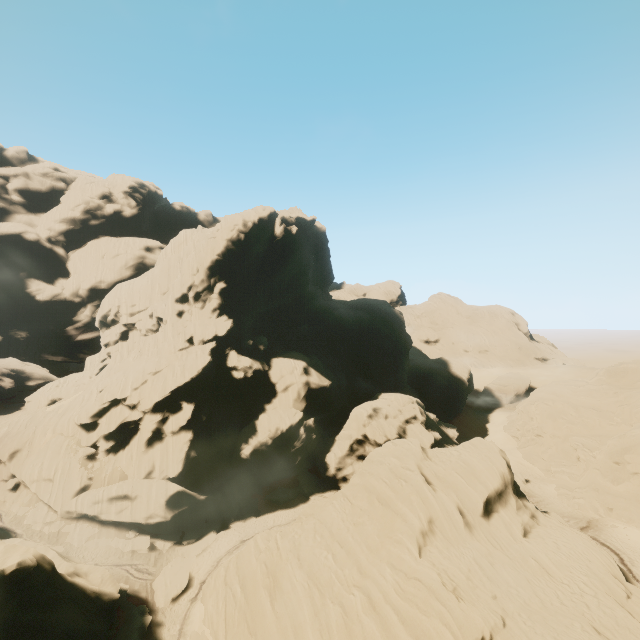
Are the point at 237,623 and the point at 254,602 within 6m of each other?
yes

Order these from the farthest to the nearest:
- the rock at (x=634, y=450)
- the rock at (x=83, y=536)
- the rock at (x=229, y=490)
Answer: the rock at (x=634, y=450), the rock at (x=83, y=536), the rock at (x=229, y=490)

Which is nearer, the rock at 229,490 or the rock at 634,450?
the rock at 229,490

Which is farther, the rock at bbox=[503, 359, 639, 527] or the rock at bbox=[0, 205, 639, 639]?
the rock at bbox=[503, 359, 639, 527]

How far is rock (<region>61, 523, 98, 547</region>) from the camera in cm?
3412

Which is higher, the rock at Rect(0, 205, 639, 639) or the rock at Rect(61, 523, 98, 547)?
the rock at Rect(0, 205, 639, 639)

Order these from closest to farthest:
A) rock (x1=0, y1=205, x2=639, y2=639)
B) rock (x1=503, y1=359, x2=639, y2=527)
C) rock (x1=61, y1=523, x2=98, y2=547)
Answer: rock (x1=0, y1=205, x2=639, y2=639)
rock (x1=61, y1=523, x2=98, y2=547)
rock (x1=503, y1=359, x2=639, y2=527)
